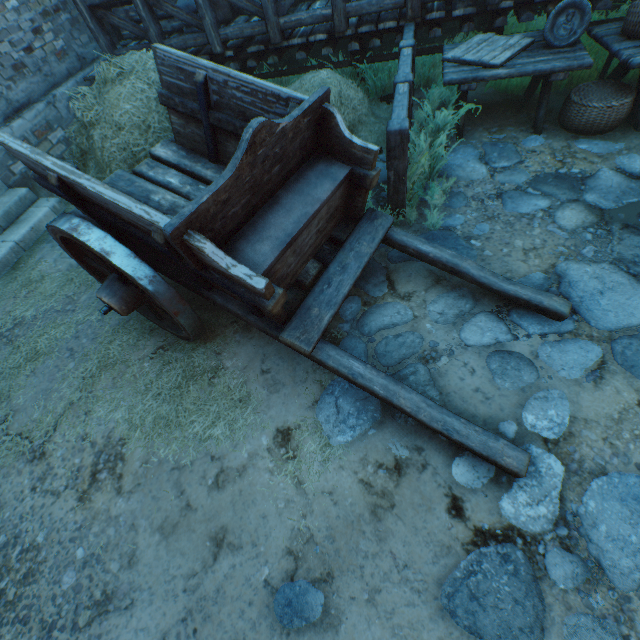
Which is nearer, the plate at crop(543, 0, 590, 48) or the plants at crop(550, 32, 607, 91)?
the plate at crop(543, 0, 590, 48)

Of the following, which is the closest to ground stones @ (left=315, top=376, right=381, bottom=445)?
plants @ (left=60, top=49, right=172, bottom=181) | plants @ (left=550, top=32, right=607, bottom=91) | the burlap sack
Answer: plants @ (left=60, top=49, right=172, bottom=181)

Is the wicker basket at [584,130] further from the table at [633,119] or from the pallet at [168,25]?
the pallet at [168,25]

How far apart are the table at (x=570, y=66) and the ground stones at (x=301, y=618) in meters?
5.0

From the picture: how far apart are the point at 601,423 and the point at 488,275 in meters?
1.3

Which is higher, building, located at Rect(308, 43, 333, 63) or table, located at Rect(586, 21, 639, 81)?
table, located at Rect(586, 21, 639, 81)

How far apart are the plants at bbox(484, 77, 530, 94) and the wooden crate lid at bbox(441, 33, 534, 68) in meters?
0.7

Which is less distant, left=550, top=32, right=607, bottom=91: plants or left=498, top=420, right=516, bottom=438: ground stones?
left=498, top=420, right=516, bottom=438: ground stones
